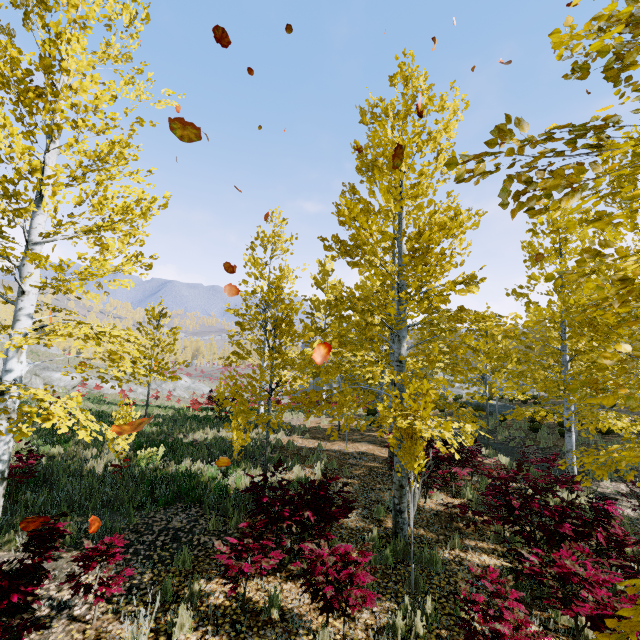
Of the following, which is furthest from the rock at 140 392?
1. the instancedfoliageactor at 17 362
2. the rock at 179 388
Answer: the rock at 179 388

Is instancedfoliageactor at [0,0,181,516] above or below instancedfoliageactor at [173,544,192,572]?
above

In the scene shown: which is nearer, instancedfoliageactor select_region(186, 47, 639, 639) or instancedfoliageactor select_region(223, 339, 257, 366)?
instancedfoliageactor select_region(186, 47, 639, 639)

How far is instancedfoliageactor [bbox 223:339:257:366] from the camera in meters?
8.0 m

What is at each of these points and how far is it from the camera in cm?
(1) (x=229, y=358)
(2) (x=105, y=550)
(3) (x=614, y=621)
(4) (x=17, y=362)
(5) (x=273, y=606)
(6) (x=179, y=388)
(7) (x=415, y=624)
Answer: (1) instancedfoliageactor, 1434
(2) instancedfoliageactor, 410
(3) instancedfoliageactor, 111
(4) instancedfoliageactor, 482
(5) instancedfoliageactor, 441
(6) rock, 4538
(7) instancedfoliageactor, 415

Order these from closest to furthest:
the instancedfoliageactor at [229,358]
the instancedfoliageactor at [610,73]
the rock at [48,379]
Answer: the instancedfoliageactor at [610,73] → the instancedfoliageactor at [229,358] → the rock at [48,379]
